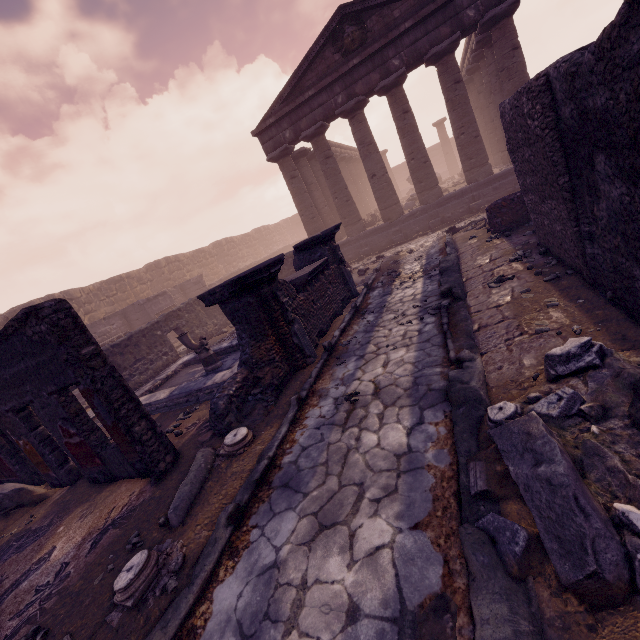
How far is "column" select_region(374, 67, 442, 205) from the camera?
Result: 13.69m

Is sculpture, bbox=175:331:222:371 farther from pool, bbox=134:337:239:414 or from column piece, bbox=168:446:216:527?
column piece, bbox=168:446:216:527

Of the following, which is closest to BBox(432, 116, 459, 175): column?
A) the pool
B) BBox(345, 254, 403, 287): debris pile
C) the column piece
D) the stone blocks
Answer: the stone blocks

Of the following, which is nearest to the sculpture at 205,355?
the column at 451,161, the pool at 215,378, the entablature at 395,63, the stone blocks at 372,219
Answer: the pool at 215,378

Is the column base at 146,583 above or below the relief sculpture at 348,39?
below

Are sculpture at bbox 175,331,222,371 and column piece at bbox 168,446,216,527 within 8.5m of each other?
yes

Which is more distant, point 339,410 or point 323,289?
point 323,289

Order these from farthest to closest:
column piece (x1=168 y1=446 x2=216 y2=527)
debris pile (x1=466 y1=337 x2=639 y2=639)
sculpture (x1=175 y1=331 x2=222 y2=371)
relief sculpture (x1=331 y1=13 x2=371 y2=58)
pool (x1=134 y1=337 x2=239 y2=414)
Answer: relief sculpture (x1=331 y1=13 x2=371 y2=58) < sculpture (x1=175 y1=331 x2=222 y2=371) < pool (x1=134 y1=337 x2=239 y2=414) < column piece (x1=168 y1=446 x2=216 y2=527) < debris pile (x1=466 y1=337 x2=639 y2=639)
